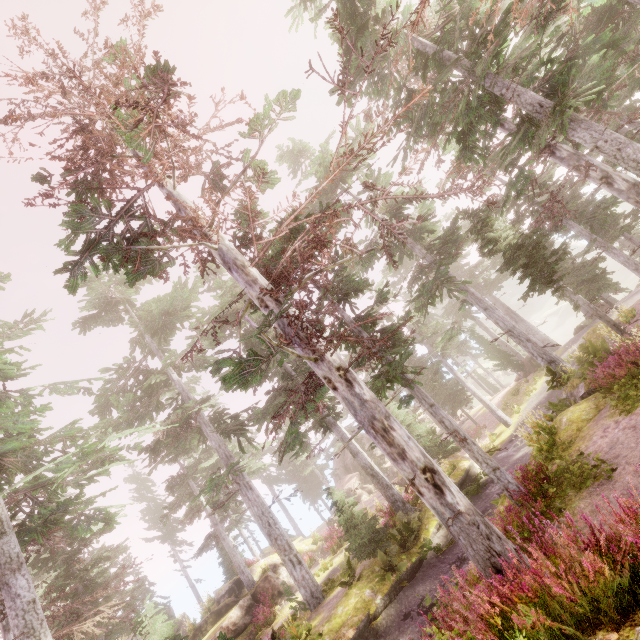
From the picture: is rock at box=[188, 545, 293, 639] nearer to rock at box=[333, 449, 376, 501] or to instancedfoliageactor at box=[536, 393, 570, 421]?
instancedfoliageactor at box=[536, 393, 570, 421]

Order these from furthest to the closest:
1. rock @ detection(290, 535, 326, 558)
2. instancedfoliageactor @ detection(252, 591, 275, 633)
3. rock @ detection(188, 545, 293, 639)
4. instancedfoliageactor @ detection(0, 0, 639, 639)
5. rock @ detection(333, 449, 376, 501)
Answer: rock @ detection(333, 449, 376, 501) < rock @ detection(290, 535, 326, 558) < rock @ detection(188, 545, 293, 639) < instancedfoliageactor @ detection(252, 591, 275, 633) < instancedfoliageactor @ detection(0, 0, 639, 639)

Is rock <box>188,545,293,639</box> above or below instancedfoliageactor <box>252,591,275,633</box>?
above

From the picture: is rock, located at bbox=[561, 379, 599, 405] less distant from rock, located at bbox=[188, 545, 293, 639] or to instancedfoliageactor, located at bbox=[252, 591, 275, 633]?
instancedfoliageactor, located at bbox=[252, 591, 275, 633]

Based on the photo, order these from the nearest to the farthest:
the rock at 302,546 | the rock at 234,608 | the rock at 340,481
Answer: the rock at 234,608, the rock at 302,546, the rock at 340,481

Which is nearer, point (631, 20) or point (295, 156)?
point (631, 20)

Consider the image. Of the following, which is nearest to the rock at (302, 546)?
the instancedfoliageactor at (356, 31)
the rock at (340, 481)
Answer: the instancedfoliageactor at (356, 31)

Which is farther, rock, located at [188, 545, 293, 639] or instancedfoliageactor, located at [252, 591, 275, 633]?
rock, located at [188, 545, 293, 639]
